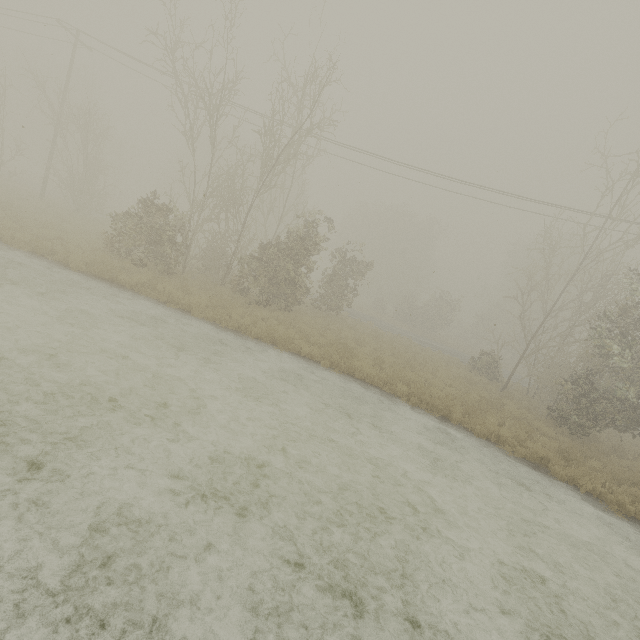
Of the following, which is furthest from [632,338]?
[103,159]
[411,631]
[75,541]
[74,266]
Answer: [103,159]
